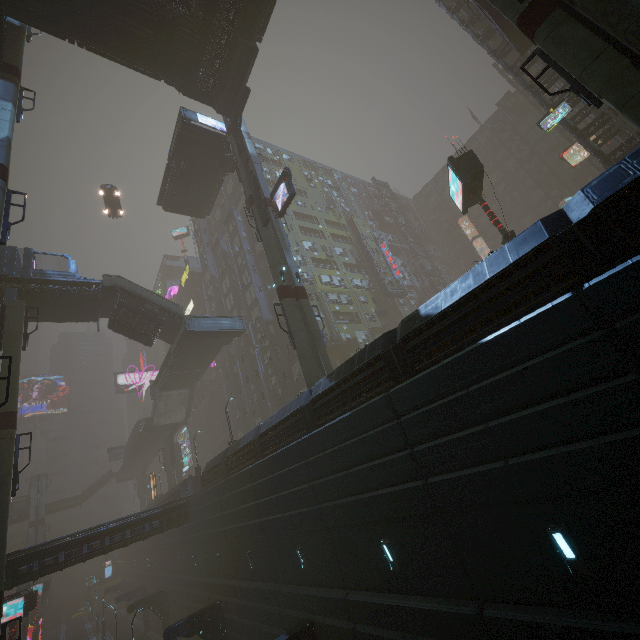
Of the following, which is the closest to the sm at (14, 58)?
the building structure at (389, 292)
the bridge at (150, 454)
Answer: the bridge at (150, 454)

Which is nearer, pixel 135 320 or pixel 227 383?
pixel 135 320

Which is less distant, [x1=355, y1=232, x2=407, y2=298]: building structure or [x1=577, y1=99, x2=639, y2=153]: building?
[x1=577, y1=99, x2=639, y2=153]: building

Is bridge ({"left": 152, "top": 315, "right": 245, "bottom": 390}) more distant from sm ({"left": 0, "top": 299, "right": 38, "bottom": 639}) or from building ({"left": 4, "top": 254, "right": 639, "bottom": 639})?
sm ({"left": 0, "top": 299, "right": 38, "bottom": 639})

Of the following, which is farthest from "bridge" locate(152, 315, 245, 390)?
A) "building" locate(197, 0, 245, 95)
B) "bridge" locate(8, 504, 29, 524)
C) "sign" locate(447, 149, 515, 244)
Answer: "bridge" locate(8, 504, 29, 524)

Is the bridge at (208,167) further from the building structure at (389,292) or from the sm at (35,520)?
the building structure at (389,292)

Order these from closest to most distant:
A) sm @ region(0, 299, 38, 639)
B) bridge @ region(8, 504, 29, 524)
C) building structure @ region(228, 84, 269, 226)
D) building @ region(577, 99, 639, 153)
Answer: sm @ region(0, 299, 38, 639) → building @ region(577, 99, 639, 153) → building structure @ region(228, 84, 269, 226) → bridge @ region(8, 504, 29, 524)

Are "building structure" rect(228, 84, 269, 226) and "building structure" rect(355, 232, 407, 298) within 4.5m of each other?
no
